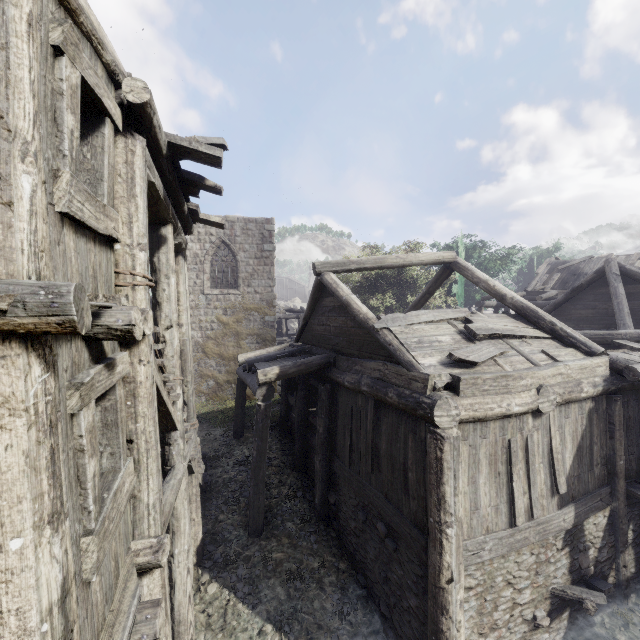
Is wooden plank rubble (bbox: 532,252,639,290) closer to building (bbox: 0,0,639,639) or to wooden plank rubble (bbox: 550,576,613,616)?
building (bbox: 0,0,639,639)

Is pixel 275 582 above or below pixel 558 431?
below

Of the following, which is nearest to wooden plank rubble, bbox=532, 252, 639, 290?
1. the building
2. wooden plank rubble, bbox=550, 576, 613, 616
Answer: the building

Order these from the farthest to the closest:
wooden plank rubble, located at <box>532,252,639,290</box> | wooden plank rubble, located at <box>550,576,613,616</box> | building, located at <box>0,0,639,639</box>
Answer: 1. wooden plank rubble, located at <box>532,252,639,290</box>
2. wooden plank rubble, located at <box>550,576,613,616</box>
3. building, located at <box>0,0,639,639</box>

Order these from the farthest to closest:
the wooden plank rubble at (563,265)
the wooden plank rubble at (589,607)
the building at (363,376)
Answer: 1. the wooden plank rubble at (563,265)
2. the wooden plank rubble at (589,607)
3. the building at (363,376)

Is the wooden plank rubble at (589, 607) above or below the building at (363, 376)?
below

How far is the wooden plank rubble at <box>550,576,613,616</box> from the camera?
6.0 meters
